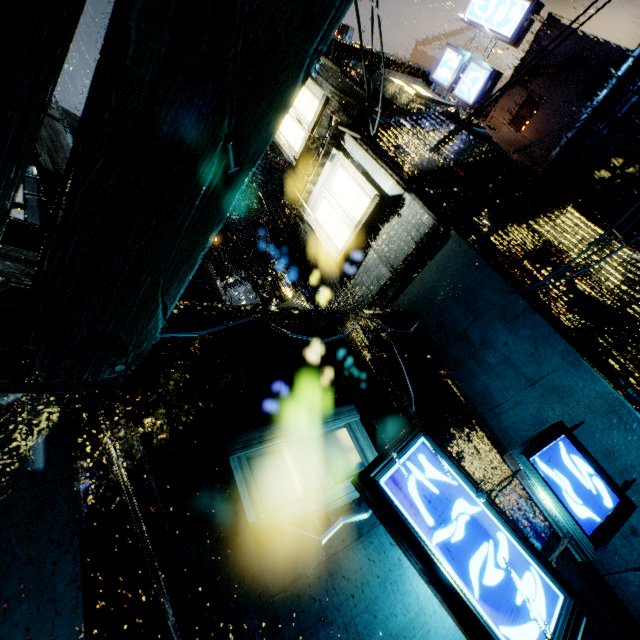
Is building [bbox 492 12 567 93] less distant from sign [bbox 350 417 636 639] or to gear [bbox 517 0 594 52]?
sign [bbox 350 417 636 639]

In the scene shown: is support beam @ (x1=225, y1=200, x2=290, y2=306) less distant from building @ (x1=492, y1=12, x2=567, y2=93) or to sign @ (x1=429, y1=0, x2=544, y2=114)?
building @ (x1=492, y1=12, x2=567, y2=93)

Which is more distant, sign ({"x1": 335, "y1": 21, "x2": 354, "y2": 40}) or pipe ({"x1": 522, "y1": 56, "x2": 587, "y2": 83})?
pipe ({"x1": 522, "y1": 56, "x2": 587, "y2": 83})

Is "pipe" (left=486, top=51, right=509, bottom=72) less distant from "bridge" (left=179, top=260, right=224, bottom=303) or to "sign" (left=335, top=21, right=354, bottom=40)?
"sign" (left=335, top=21, right=354, bottom=40)

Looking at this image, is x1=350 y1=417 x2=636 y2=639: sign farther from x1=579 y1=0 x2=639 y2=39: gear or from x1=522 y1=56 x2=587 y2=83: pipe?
x1=579 y1=0 x2=639 y2=39: gear

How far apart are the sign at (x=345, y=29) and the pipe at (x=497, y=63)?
35.9m

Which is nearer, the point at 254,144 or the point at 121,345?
the point at 254,144

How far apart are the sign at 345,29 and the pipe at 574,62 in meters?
12.7
